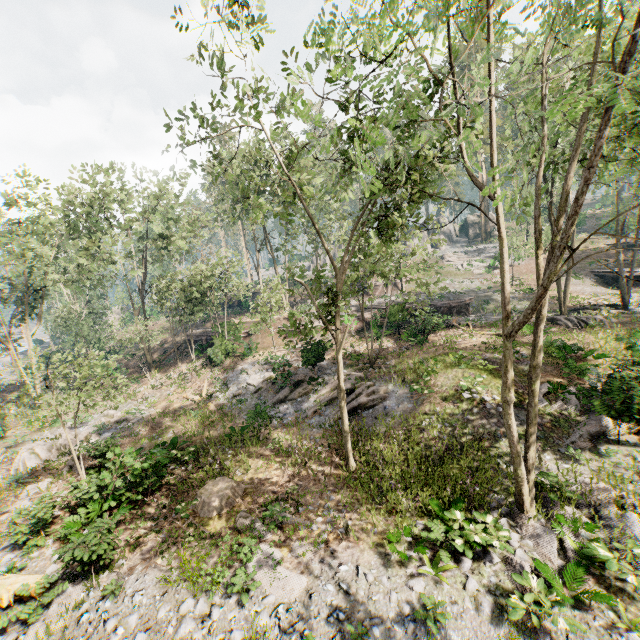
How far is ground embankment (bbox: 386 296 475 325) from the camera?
24.64m

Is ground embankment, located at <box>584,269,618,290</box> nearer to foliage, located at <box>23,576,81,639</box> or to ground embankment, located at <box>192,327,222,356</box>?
foliage, located at <box>23,576,81,639</box>

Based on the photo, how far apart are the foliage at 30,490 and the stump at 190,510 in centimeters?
749cm

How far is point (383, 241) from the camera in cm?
1093

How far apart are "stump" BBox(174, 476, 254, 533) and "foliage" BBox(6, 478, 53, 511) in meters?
7.5

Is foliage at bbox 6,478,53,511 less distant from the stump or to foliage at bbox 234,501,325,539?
the stump

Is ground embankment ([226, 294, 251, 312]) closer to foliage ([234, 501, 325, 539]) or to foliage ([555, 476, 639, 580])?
foliage ([555, 476, 639, 580])

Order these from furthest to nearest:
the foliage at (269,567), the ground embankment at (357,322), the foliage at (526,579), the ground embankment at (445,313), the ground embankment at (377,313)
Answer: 1. the ground embankment at (357,322)
2. the ground embankment at (377,313)
3. the ground embankment at (445,313)
4. the foliage at (269,567)
5. the foliage at (526,579)
